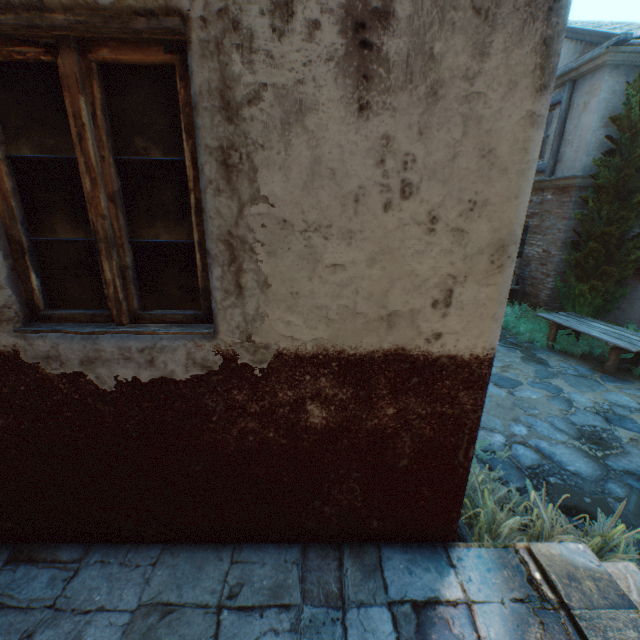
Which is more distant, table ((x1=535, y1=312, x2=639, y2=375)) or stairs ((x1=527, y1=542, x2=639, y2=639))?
table ((x1=535, y1=312, x2=639, y2=375))

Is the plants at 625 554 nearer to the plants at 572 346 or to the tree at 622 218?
the tree at 622 218

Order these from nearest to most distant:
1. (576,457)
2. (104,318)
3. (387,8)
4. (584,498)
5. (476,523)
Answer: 1. (387,8)
2. (104,318)
3. (476,523)
4. (584,498)
5. (576,457)

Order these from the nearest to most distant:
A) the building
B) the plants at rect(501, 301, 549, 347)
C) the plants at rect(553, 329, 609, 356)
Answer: the building
the plants at rect(553, 329, 609, 356)
the plants at rect(501, 301, 549, 347)

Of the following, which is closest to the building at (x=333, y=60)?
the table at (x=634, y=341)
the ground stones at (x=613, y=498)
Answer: the ground stones at (x=613, y=498)

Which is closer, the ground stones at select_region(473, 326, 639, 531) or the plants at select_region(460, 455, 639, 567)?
the plants at select_region(460, 455, 639, 567)

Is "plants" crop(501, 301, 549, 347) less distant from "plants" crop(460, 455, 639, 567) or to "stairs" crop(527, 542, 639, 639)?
"plants" crop(460, 455, 639, 567)

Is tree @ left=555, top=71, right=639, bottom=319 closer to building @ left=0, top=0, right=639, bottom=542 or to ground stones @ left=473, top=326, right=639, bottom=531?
building @ left=0, top=0, right=639, bottom=542
